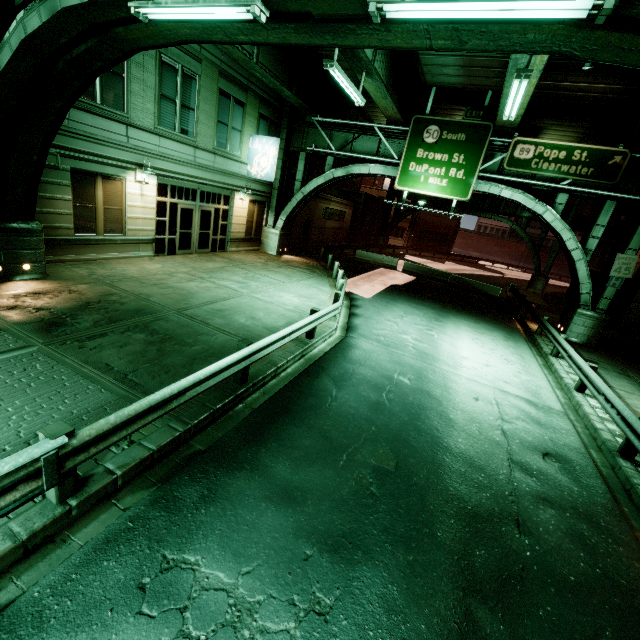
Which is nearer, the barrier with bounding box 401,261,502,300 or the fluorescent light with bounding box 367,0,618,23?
the fluorescent light with bounding box 367,0,618,23

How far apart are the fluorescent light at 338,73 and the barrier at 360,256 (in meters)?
16.72

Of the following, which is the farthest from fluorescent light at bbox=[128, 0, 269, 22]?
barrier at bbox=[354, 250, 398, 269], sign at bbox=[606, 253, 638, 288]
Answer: barrier at bbox=[354, 250, 398, 269]

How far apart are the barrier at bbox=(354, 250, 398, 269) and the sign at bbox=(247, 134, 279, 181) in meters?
12.3 m

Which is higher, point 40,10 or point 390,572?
point 40,10

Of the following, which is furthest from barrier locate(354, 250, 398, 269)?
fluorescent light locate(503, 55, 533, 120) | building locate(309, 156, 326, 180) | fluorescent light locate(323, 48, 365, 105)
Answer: fluorescent light locate(503, 55, 533, 120)

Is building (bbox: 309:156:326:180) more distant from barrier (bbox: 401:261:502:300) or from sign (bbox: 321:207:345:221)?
barrier (bbox: 401:261:502:300)

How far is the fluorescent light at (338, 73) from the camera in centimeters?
1011cm
